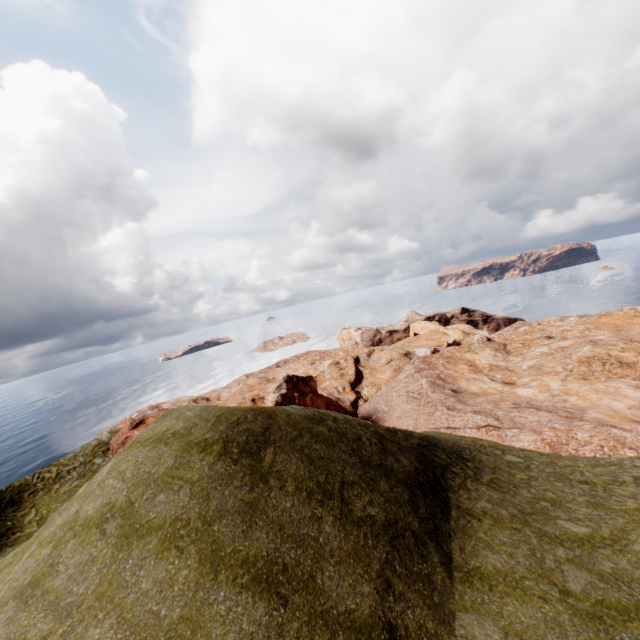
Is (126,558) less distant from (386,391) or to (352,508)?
(352,508)
